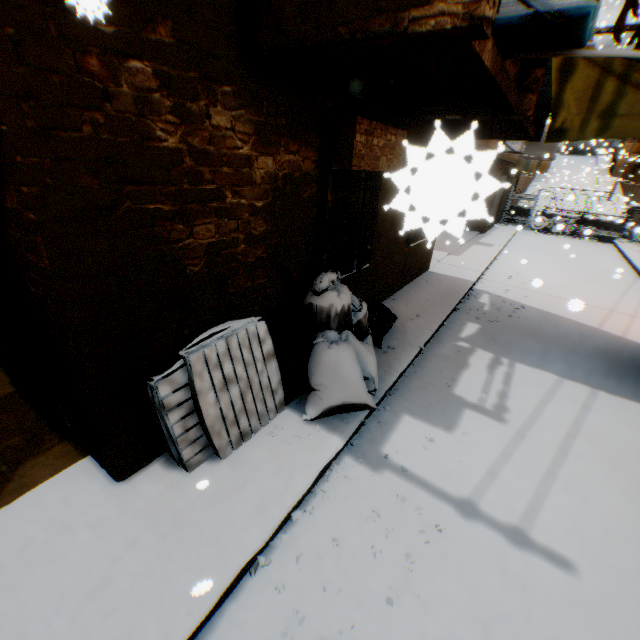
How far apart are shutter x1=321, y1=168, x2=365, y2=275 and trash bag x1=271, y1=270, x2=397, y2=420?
0.0m

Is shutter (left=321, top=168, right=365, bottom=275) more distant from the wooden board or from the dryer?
the wooden board

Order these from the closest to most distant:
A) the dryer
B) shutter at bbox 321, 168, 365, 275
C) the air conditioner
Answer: the air conditioner, the dryer, shutter at bbox 321, 168, 365, 275

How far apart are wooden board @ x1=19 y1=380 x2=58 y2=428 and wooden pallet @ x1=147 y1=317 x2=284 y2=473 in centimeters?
149cm

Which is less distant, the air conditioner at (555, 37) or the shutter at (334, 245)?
the air conditioner at (555, 37)

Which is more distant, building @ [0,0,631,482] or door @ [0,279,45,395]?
door @ [0,279,45,395]

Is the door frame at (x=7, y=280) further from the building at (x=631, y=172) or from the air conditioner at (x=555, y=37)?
the air conditioner at (x=555, y=37)

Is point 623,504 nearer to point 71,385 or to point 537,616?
point 537,616
